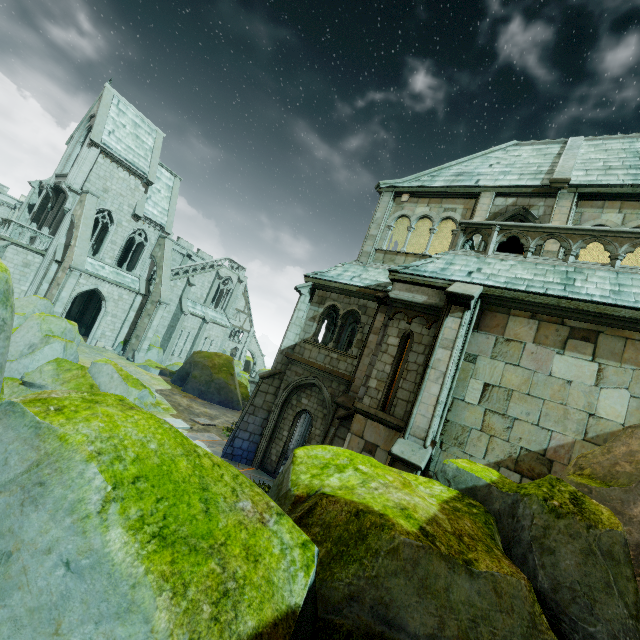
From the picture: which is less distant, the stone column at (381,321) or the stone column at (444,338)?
the stone column at (444,338)

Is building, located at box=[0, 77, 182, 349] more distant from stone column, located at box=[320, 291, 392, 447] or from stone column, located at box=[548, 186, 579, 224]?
stone column, located at box=[548, 186, 579, 224]

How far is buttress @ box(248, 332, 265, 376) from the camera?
50.8 meters

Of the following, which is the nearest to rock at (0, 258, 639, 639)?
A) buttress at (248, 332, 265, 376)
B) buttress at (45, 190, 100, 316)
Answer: buttress at (45, 190, 100, 316)

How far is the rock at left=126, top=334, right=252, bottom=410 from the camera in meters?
23.8

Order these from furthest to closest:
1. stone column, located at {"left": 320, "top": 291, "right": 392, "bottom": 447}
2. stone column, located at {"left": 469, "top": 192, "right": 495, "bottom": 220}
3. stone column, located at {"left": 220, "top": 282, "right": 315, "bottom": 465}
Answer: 1. stone column, located at {"left": 220, "top": 282, "right": 315, "bottom": 465}
2. stone column, located at {"left": 469, "top": 192, "right": 495, "bottom": 220}
3. stone column, located at {"left": 320, "top": 291, "right": 392, "bottom": 447}

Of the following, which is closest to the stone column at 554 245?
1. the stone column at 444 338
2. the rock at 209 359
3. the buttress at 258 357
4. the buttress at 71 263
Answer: the stone column at 444 338

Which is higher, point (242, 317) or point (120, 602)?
point (242, 317)
